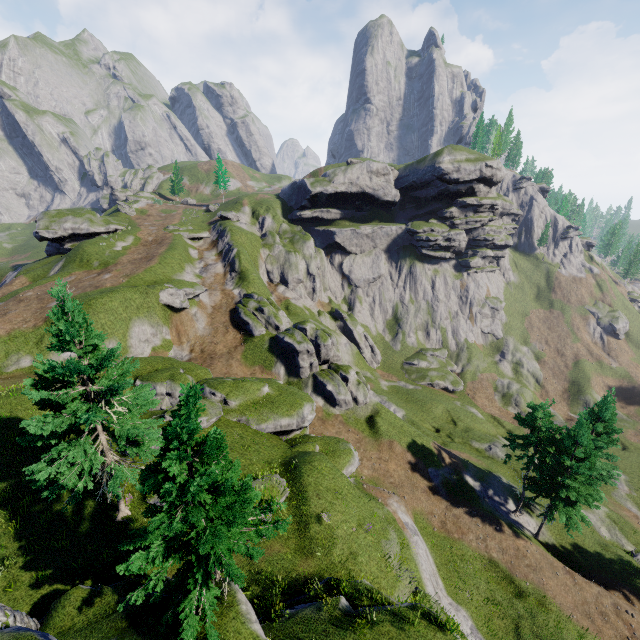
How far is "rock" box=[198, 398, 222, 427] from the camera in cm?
2262

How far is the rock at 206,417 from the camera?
22.6 meters

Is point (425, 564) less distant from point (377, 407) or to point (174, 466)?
point (377, 407)
